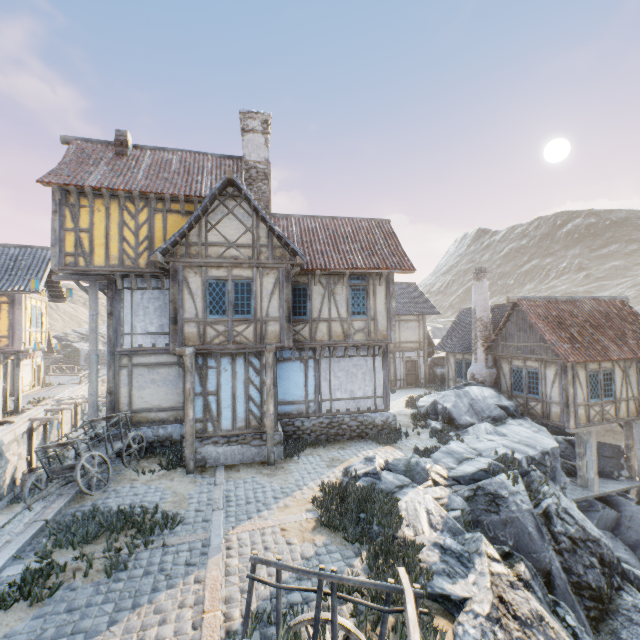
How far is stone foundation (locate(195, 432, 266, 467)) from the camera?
10.95m

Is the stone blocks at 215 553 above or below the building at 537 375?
below

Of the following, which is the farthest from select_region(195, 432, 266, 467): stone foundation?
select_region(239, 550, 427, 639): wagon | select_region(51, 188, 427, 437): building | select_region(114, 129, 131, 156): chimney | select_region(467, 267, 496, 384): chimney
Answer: select_region(114, 129, 131, 156): chimney

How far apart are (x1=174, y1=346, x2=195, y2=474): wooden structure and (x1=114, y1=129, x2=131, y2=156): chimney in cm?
900

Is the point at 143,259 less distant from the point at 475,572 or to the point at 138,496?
the point at 138,496

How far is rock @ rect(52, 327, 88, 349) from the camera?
46.88m

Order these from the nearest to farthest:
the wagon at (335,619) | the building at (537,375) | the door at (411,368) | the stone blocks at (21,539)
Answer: the wagon at (335,619)
the stone blocks at (21,539)
the building at (537,375)
the door at (411,368)

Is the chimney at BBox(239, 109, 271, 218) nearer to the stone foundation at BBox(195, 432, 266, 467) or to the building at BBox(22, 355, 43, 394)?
the stone foundation at BBox(195, 432, 266, 467)
